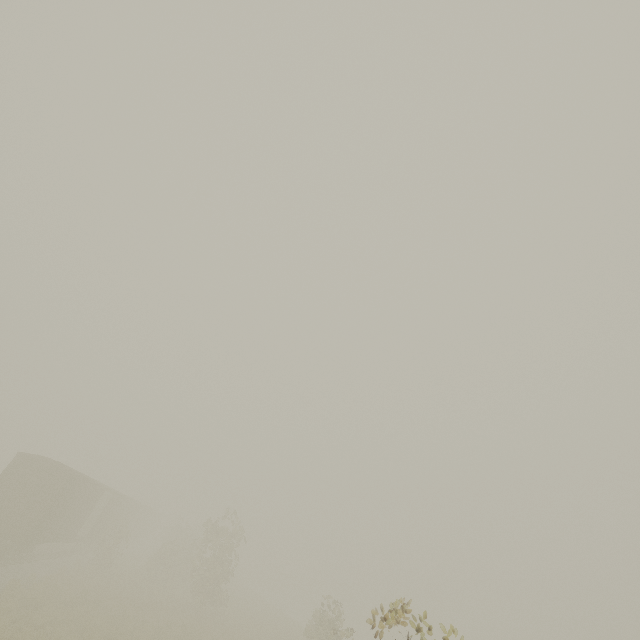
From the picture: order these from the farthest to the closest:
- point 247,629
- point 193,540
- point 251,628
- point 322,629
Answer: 1. point 193,540
2. point 251,628
3. point 247,629
4. point 322,629
